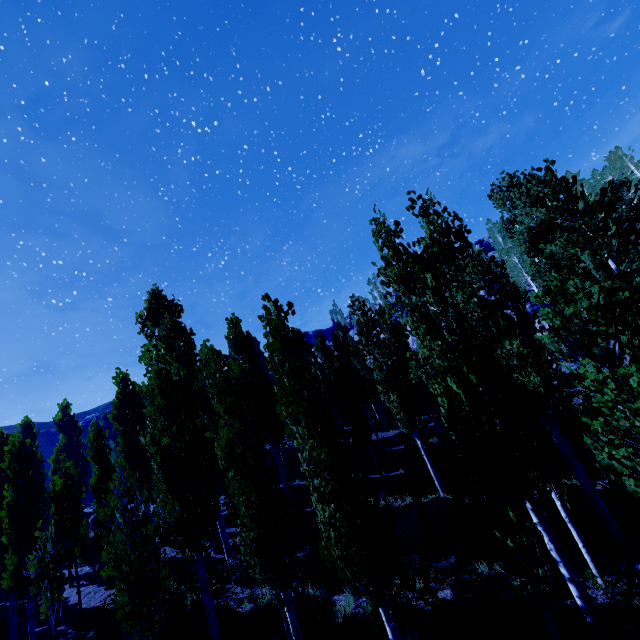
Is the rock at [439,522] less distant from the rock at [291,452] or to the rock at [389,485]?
the rock at [389,485]

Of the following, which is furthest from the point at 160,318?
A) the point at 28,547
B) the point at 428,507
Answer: the point at 428,507

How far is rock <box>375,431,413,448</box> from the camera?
26.0 meters

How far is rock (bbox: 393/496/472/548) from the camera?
12.3m

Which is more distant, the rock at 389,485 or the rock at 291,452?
the rock at 291,452

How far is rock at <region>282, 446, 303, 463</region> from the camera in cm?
Answer: 3075

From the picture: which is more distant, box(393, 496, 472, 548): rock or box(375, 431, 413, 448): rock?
box(375, 431, 413, 448): rock

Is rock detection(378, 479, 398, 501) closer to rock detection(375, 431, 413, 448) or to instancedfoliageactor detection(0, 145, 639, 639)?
instancedfoliageactor detection(0, 145, 639, 639)
